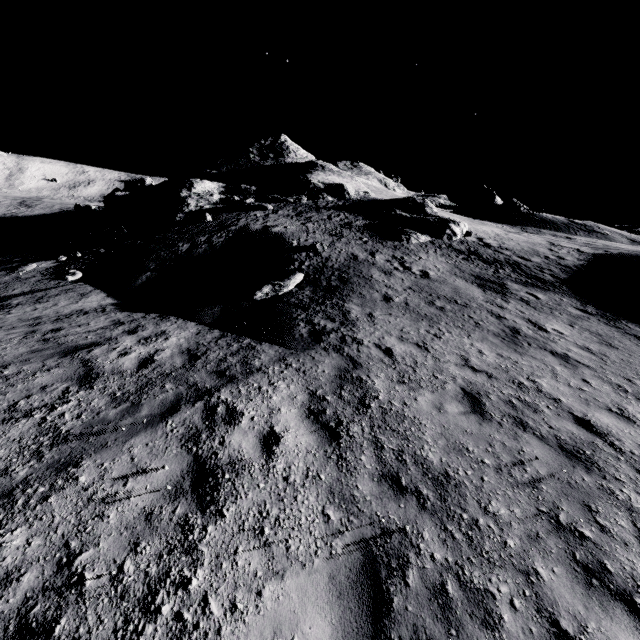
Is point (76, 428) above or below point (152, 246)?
below

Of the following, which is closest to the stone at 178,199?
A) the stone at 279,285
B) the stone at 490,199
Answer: the stone at 279,285

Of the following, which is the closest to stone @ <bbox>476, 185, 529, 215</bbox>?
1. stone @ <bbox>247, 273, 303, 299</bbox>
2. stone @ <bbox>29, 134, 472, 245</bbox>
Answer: stone @ <bbox>29, 134, 472, 245</bbox>

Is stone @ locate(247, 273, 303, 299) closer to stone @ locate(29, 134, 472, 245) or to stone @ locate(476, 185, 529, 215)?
stone @ locate(29, 134, 472, 245)

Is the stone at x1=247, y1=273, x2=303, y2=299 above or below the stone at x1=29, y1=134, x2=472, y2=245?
below

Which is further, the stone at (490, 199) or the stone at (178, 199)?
the stone at (490, 199)

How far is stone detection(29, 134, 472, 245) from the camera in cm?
2356

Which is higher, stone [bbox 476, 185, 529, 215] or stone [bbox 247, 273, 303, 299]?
stone [bbox 476, 185, 529, 215]
